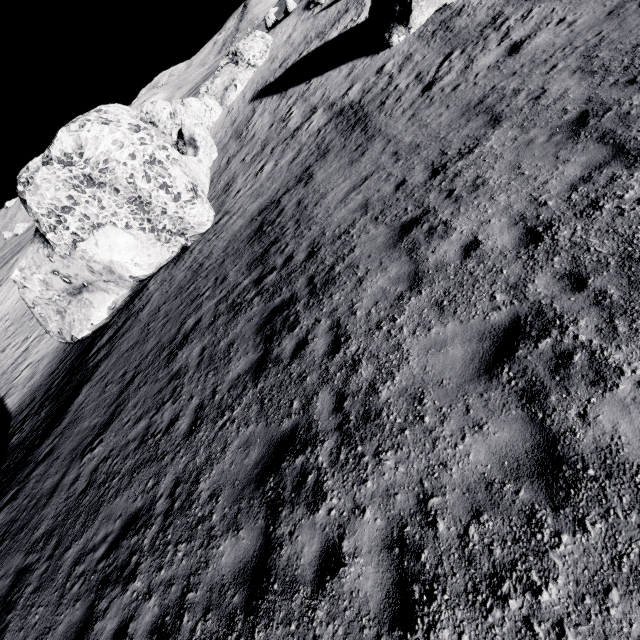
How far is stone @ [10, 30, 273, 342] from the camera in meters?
14.6

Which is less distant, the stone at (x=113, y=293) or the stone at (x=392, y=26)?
the stone at (x=113, y=293)

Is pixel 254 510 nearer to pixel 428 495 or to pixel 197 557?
pixel 197 557

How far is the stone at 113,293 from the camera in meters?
14.6 m

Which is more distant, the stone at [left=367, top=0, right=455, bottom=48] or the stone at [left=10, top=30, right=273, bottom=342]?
the stone at [left=367, top=0, right=455, bottom=48]
